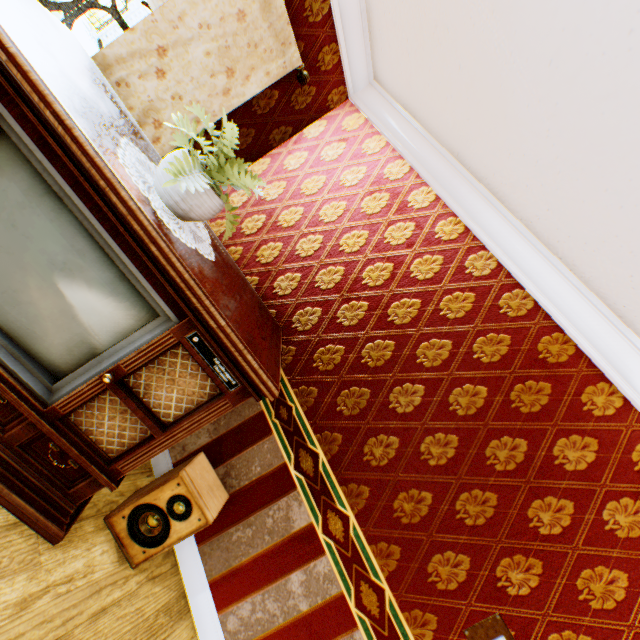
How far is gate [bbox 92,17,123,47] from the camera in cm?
1189

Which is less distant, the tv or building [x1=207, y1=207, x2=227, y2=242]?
the tv

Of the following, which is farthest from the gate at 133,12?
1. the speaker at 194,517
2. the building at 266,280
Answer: the speaker at 194,517

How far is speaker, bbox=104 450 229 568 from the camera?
1.9 meters

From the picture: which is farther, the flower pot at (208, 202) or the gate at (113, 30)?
the gate at (113, 30)

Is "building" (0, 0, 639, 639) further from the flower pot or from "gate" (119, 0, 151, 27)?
"gate" (119, 0, 151, 27)

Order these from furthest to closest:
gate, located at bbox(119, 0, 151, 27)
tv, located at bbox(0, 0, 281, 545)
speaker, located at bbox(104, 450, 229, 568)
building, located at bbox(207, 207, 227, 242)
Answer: gate, located at bbox(119, 0, 151, 27) < building, located at bbox(207, 207, 227, 242) < speaker, located at bbox(104, 450, 229, 568) < tv, located at bbox(0, 0, 281, 545)

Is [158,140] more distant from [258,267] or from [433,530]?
[433,530]
